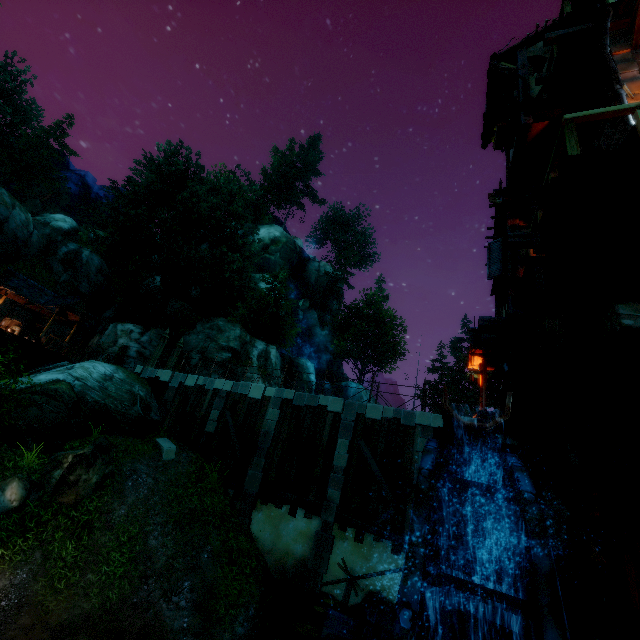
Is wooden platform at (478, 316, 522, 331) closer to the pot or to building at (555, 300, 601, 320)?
building at (555, 300, 601, 320)

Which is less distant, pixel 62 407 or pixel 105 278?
pixel 62 407

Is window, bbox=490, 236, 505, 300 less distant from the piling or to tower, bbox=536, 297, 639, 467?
tower, bbox=536, 297, 639, 467

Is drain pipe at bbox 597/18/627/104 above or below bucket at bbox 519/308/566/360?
above

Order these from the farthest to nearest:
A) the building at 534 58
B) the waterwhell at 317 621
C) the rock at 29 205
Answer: the rock at 29 205, the building at 534 58, the waterwhell at 317 621

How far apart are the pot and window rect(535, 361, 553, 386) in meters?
5.7

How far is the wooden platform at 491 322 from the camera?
6.7 meters

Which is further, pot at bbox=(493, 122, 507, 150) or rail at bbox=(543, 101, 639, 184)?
pot at bbox=(493, 122, 507, 150)
